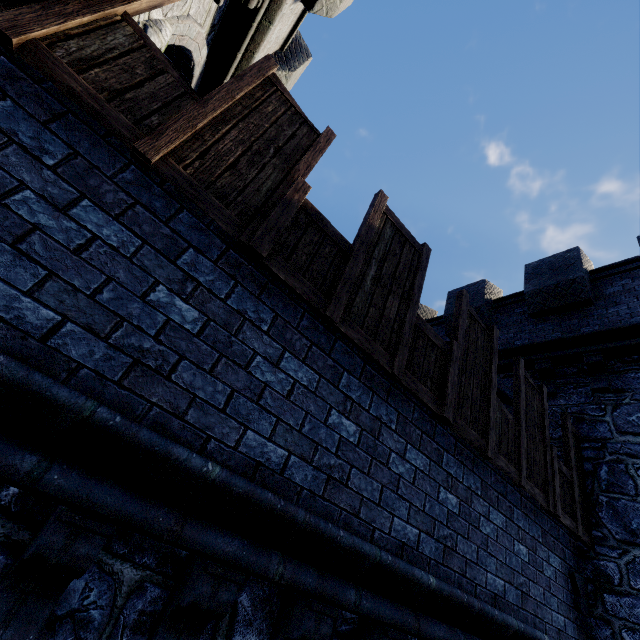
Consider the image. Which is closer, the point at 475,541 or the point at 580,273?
the point at 475,541

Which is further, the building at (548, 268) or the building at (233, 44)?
the building at (233, 44)

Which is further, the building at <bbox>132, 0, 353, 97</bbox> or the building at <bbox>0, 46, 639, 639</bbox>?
the building at <bbox>132, 0, 353, 97</bbox>
